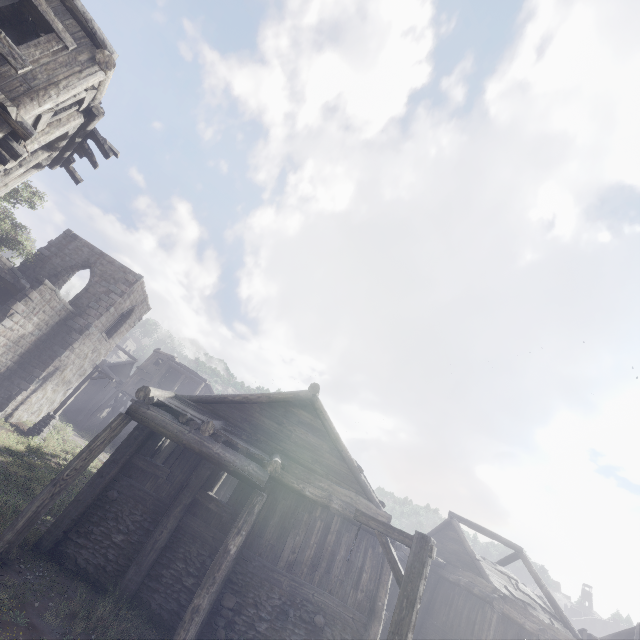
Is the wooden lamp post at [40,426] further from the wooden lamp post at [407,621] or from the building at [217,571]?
the wooden lamp post at [407,621]

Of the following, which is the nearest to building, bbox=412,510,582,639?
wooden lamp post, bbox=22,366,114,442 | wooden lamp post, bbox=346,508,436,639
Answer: wooden lamp post, bbox=22,366,114,442

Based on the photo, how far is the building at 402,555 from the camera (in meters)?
10.81

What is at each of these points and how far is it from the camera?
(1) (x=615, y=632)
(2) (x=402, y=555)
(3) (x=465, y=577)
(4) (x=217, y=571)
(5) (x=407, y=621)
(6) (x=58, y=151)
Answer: (1) building, 21.70m
(2) building, 19.84m
(3) building, 17.66m
(4) building, 7.82m
(5) wooden lamp post, 4.91m
(6) building, 10.29m

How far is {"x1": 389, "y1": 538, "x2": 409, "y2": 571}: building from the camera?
10.8m

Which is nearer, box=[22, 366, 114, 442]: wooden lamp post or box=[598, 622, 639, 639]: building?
box=[22, 366, 114, 442]: wooden lamp post

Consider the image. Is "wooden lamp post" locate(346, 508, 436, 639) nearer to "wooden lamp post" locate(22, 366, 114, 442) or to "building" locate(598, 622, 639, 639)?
"building" locate(598, 622, 639, 639)

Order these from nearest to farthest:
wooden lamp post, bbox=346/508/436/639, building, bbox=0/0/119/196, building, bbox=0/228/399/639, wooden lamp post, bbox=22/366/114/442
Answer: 1. wooden lamp post, bbox=346/508/436/639
2. building, bbox=0/0/119/196
3. building, bbox=0/228/399/639
4. wooden lamp post, bbox=22/366/114/442
